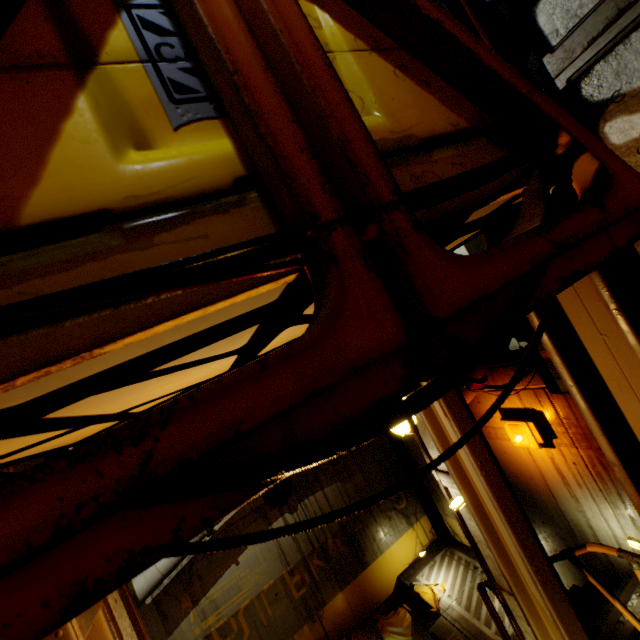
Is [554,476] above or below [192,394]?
below

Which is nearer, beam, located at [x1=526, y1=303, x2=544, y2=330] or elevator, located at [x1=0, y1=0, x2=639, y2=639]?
elevator, located at [x1=0, y1=0, x2=639, y2=639]

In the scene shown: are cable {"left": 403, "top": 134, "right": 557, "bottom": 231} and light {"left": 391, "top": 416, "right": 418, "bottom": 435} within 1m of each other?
yes

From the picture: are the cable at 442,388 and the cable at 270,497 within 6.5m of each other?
no

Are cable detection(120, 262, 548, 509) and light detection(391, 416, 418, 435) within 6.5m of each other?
yes

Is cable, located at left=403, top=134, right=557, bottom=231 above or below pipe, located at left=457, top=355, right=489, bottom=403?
above

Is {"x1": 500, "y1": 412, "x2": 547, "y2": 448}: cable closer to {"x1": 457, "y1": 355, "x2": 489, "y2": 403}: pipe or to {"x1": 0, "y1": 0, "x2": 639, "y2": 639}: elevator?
{"x1": 457, "y1": 355, "x2": 489, "y2": 403}: pipe

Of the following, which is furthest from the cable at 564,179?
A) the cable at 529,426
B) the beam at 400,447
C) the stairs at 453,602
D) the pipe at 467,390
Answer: the beam at 400,447
